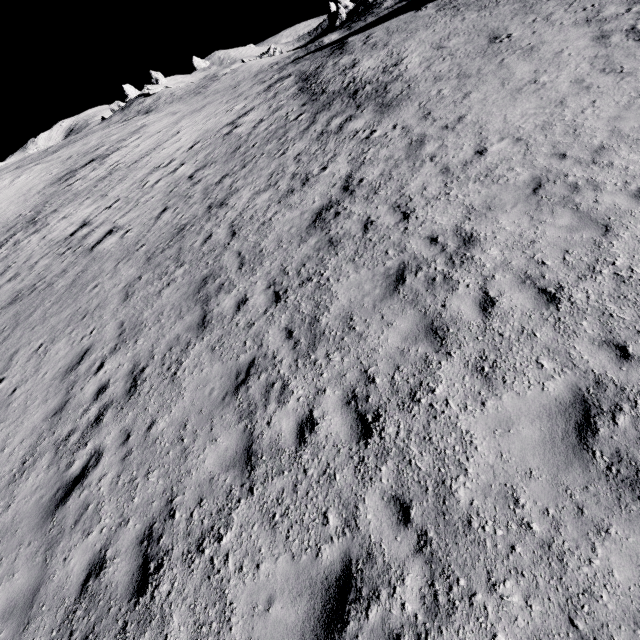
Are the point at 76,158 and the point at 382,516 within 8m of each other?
no
